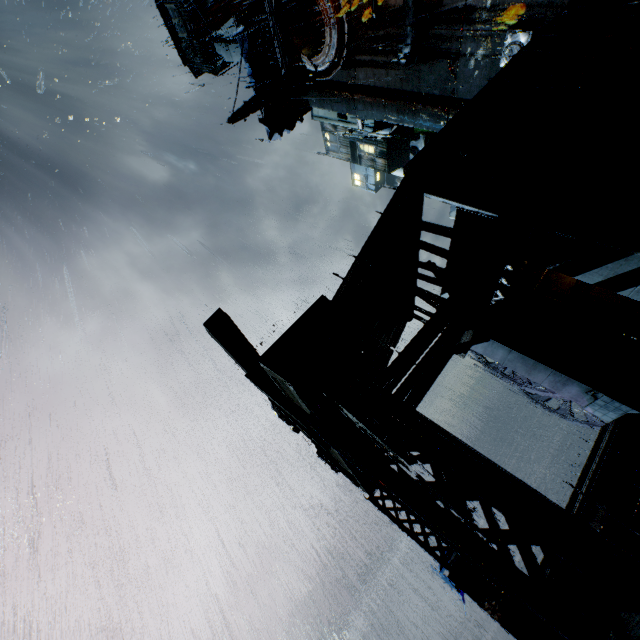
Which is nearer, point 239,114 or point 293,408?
point 293,408

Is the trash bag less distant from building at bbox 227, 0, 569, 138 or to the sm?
building at bbox 227, 0, 569, 138

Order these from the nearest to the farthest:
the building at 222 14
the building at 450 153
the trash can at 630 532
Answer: the trash can at 630 532 → the building at 450 153 → the building at 222 14

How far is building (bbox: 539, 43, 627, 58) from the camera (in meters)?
9.88

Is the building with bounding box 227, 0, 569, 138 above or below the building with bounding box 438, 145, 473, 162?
above

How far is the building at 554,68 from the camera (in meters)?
9.76

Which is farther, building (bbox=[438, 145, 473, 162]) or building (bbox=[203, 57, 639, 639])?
building (bbox=[438, 145, 473, 162])
